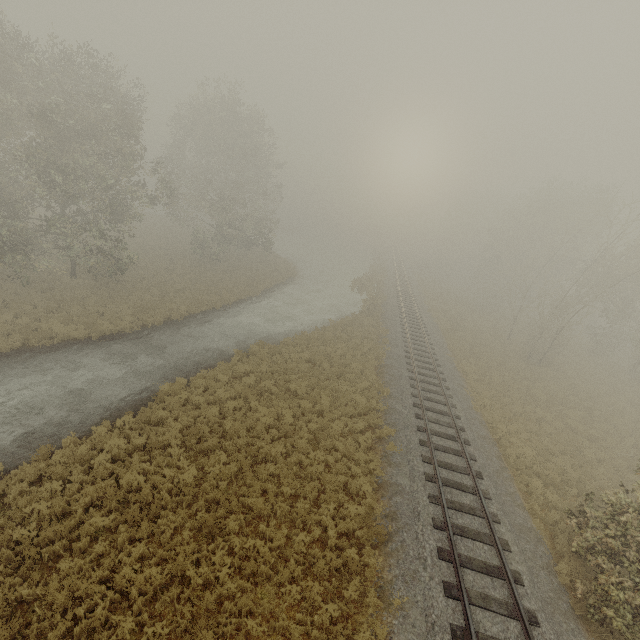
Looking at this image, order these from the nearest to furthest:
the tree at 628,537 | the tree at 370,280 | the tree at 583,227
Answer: the tree at 628,537
the tree at 583,227
the tree at 370,280

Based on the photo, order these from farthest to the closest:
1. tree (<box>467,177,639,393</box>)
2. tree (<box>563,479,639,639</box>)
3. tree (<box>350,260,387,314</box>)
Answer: tree (<box>350,260,387,314</box>) → tree (<box>467,177,639,393</box>) → tree (<box>563,479,639,639</box>)

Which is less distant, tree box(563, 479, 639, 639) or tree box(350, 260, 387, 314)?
tree box(563, 479, 639, 639)

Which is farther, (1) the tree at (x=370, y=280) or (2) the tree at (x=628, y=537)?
(1) the tree at (x=370, y=280)

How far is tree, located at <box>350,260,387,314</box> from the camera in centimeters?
3245cm

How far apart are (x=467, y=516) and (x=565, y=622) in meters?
3.2

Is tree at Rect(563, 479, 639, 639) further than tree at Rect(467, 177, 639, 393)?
No
